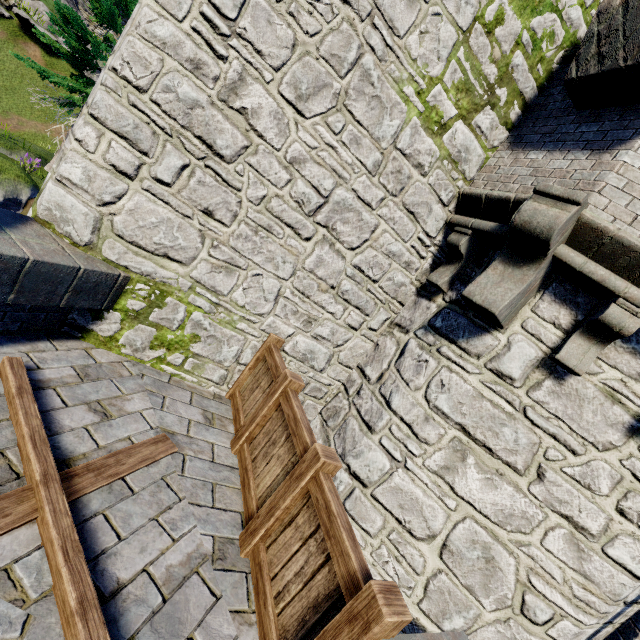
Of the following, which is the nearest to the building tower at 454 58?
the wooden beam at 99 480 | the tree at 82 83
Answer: the wooden beam at 99 480

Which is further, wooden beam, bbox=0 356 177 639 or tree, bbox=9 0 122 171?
tree, bbox=9 0 122 171

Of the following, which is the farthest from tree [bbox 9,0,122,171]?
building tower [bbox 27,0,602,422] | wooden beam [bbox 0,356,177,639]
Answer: wooden beam [bbox 0,356,177,639]

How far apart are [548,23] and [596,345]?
4.07m

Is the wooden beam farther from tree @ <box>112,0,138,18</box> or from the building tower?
tree @ <box>112,0,138,18</box>

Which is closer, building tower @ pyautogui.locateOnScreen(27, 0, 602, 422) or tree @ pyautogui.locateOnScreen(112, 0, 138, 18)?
building tower @ pyautogui.locateOnScreen(27, 0, 602, 422)

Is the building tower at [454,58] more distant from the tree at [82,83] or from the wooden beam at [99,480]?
the tree at [82,83]
